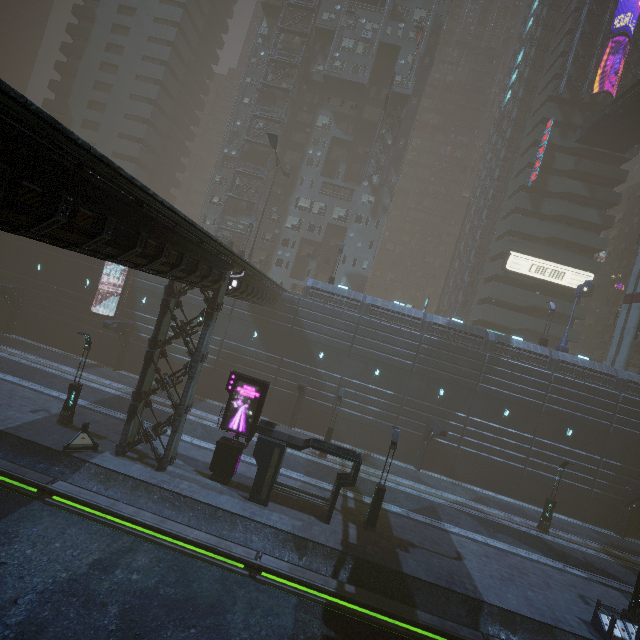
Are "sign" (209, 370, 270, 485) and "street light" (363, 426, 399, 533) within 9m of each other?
yes

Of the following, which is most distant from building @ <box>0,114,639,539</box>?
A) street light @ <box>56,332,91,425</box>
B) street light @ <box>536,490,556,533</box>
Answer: street light @ <box>536,490,556,533</box>

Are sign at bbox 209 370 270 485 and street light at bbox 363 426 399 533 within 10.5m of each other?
yes

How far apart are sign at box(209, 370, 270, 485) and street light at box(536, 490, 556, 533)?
22.7 meters

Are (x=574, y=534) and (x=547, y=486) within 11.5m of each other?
yes

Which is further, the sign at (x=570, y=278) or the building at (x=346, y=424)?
the sign at (x=570, y=278)

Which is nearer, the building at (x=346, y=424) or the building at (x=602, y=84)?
the building at (x=346, y=424)

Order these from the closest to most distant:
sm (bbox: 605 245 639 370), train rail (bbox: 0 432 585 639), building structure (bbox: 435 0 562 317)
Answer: train rail (bbox: 0 432 585 639)
sm (bbox: 605 245 639 370)
building structure (bbox: 435 0 562 317)
